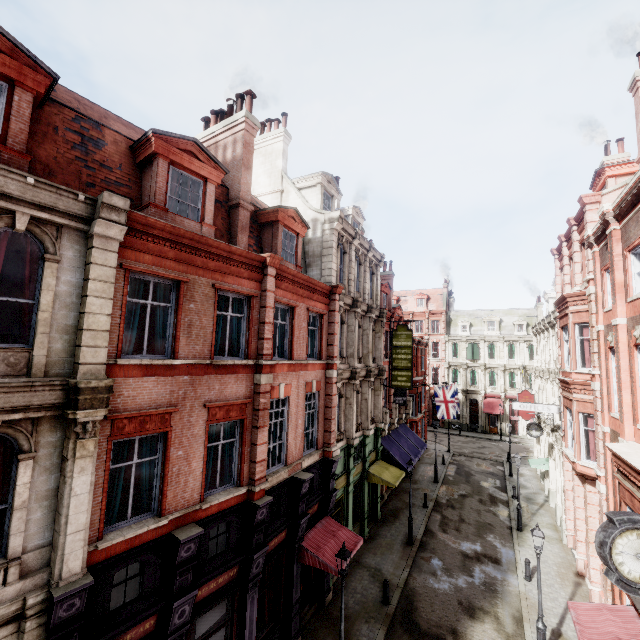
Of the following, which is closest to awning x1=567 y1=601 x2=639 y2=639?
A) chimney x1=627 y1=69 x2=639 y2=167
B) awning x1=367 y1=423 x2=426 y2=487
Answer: awning x1=367 y1=423 x2=426 y2=487

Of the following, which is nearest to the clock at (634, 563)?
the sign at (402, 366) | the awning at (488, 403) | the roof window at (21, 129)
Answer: the roof window at (21, 129)

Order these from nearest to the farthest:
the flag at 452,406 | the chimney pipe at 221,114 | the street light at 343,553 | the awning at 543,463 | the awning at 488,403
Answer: the street light at 343,553 → the chimney pipe at 221,114 → the awning at 543,463 → the flag at 452,406 → the awning at 488,403

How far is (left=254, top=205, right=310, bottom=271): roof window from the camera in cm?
1345

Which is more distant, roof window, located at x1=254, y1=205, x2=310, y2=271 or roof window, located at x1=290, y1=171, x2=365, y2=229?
roof window, located at x1=290, y1=171, x2=365, y2=229

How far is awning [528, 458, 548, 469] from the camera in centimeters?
2453cm

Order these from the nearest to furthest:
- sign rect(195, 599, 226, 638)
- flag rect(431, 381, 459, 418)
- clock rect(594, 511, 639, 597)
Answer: clock rect(594, 511, 639, 597) < sign rect(195, 599, 226, 638) < flag rect(431, 381, 459, 418)

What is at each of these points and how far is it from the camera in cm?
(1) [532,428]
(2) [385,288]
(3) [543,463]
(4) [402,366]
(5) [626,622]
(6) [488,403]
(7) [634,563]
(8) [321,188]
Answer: (1) clock, 2248
(2) roof window, 2688
(3) awning, 2477
(4) sign, 2208
(5) awning, 951
(6) awning, 4584
(7) clock, 602
(8) roof window, 1812
